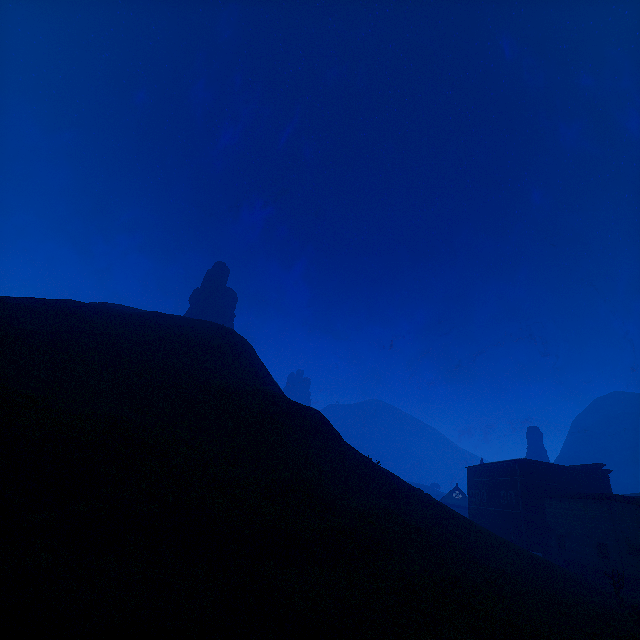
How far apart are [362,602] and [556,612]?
11.0m

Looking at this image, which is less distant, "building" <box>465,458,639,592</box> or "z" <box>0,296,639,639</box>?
"z" <box>0,296,639,639</box>

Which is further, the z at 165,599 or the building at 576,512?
the building at 576,512
